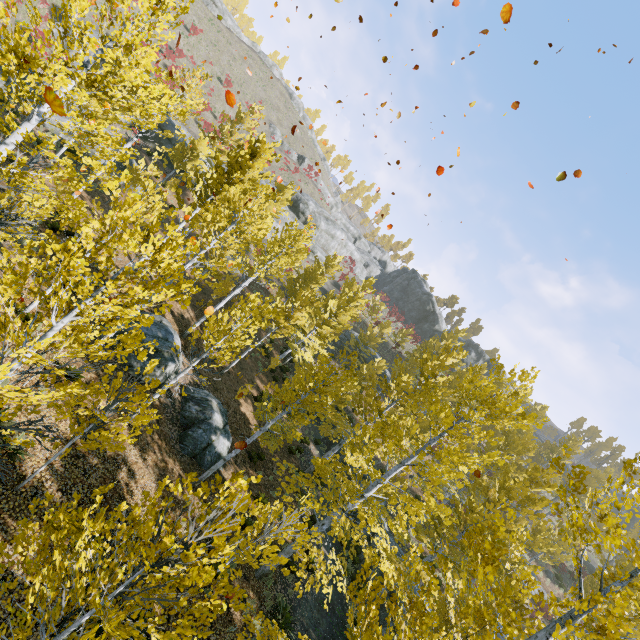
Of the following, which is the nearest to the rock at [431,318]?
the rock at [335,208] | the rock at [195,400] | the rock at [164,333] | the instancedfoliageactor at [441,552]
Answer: the rock at [335,208]

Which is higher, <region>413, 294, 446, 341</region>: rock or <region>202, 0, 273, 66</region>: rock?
<region>202, 0, 273, 66</region>: rock

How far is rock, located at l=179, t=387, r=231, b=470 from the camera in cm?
1403

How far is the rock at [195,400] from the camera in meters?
14.0 m

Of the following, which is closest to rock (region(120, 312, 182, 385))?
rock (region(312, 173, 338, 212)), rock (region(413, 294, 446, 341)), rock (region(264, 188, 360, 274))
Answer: rock (region(264, 188, 360, 274))

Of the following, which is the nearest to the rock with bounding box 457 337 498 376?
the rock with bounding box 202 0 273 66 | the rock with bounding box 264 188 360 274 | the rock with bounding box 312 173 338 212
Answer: the rock with bounding box 312 173 338 212

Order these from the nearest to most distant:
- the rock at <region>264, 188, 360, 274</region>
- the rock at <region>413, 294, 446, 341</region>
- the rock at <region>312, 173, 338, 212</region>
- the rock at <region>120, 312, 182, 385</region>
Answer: the rock at <region>120, 312, 182, 385</region> < the rock at <region>264, 188, 360, 274</region> < the rock at <region>312, 173, 338, 212</region> < the rock at <region>413, 294, 446, 341</region>

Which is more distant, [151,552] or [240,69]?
[240,69]
